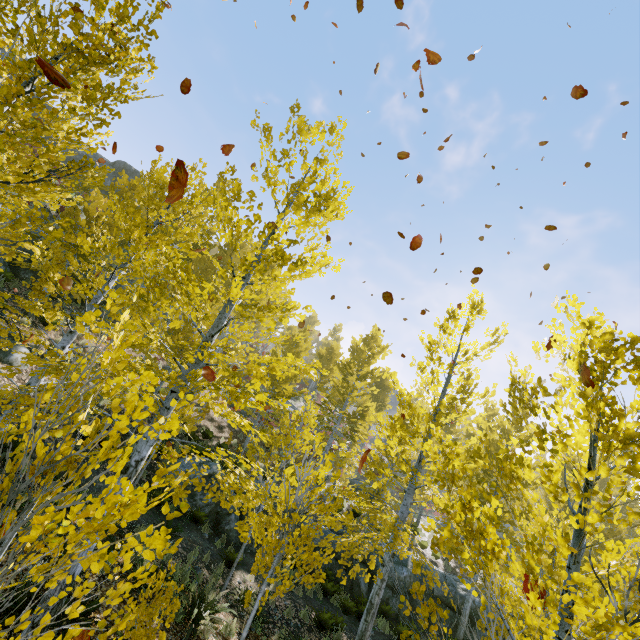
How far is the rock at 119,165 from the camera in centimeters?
3262cm

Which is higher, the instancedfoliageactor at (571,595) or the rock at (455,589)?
the instancedfoliageactor at (571,595)

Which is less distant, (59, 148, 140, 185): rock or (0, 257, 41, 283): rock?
(0, 257, 41, 283): rock

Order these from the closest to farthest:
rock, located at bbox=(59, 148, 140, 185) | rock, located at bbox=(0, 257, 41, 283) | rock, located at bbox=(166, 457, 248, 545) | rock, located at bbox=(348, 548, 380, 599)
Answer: rock, located at bbox=(166, 457, 248, 545) < rock, located at bbox=(0, 257, 41, 283) < rock, located at bbox=(348, 548, 380, 599) < rock, located at bbox=(59, 148, 140, 185)

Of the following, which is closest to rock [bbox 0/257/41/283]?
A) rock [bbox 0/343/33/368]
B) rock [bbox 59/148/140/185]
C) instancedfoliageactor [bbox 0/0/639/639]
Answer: rock [bbox 0/343/33/368]

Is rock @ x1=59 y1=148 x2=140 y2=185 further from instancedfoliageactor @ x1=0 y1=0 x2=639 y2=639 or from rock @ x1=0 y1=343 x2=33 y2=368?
→ rock @ x1=0 y1=343 x2=33 y2=368

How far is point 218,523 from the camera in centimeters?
1202cm

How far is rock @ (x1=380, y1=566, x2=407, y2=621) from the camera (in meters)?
13.36
